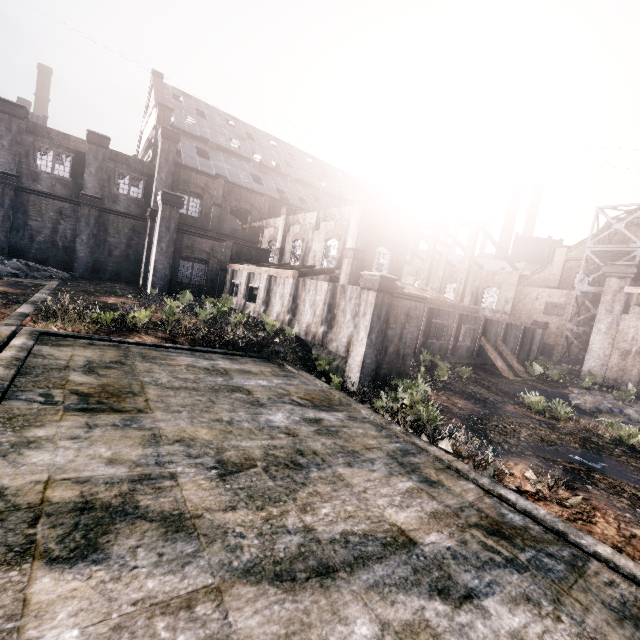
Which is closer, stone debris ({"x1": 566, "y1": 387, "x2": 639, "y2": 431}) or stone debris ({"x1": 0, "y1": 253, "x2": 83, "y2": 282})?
stone debris ({"x1": 566, "y1": 387, "x2": 639, "y2": 431})

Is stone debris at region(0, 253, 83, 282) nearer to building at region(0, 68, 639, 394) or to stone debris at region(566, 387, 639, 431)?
building at region(0, 68, 639, 394)

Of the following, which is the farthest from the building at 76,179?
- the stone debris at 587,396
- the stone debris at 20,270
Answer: the stone debris at 20,270

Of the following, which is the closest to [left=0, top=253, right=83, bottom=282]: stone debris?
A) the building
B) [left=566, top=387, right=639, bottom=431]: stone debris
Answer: the building

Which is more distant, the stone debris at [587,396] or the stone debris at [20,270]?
the stone debris at [20,270]

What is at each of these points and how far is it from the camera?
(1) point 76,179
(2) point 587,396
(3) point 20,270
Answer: (1) building, 34.28m
(2) stone debris, 25.83m
(3) stone debris, 28.98m
